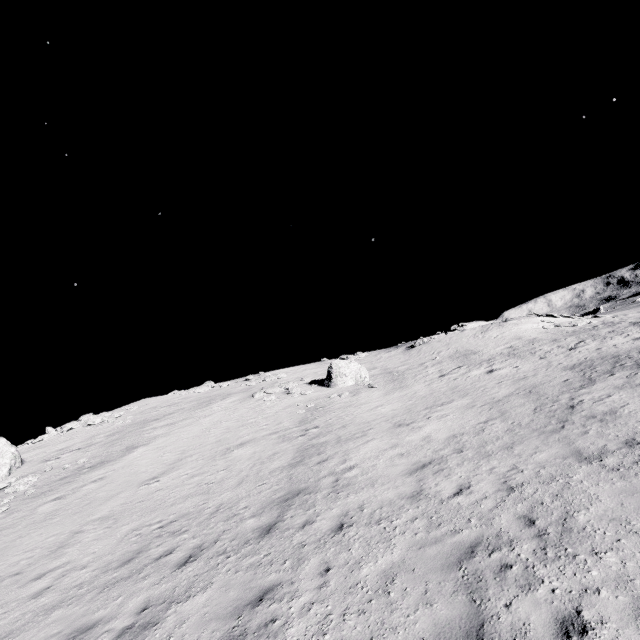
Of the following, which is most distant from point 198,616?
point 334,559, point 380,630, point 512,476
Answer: point 512,476

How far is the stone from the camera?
25.0m

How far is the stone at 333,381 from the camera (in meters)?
24.97
